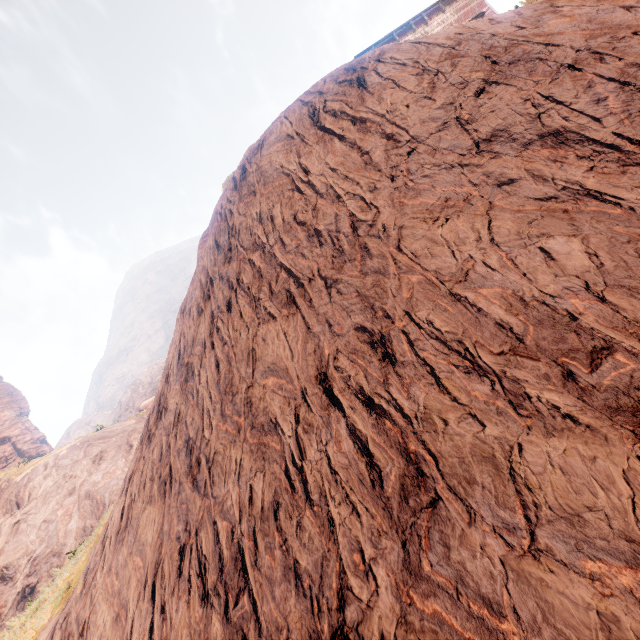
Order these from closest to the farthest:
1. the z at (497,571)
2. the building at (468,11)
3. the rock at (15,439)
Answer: the z at (497,571)
the building at (468,11)
the rock at (15,439)

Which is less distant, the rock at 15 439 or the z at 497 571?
the z at 497 571

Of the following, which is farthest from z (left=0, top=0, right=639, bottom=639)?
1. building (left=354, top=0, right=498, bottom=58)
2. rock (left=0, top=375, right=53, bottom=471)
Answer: rock (left=0, top=375, right=53, bottom=471)

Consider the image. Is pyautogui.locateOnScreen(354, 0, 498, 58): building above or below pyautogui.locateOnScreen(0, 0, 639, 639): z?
above

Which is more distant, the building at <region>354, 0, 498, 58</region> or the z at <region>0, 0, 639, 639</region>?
the building at <region>354, 0, 498, 58</region>

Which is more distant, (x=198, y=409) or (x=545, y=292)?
(x=198, y=409)
